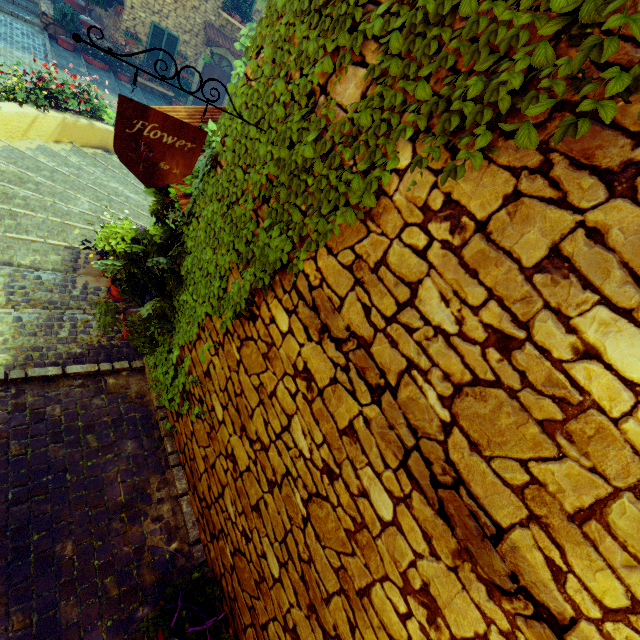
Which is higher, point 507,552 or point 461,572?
point 507,552

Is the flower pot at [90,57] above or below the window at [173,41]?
below

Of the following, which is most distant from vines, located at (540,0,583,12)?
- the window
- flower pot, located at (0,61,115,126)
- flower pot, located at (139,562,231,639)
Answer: the window

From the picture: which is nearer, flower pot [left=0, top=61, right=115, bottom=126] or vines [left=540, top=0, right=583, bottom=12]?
vines [left=540, top=0, right=583, bottom=12]

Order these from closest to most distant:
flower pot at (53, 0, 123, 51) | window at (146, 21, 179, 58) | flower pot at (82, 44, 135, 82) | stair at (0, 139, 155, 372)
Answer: stair at (0, 139, 155, 372), flower pot at (53, 0, 123, 51), flower pot at (82, 44, 135, 82), window at (146, 21, 179, 58)

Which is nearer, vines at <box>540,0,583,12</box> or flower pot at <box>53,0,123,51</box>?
vines at <box>540,0,583,12</box>

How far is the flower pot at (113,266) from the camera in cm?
330

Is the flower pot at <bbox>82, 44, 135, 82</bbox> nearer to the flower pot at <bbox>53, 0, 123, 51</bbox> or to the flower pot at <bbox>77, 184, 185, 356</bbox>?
the flower pot at <bbox>53, 0, 123, 51</bbox>
